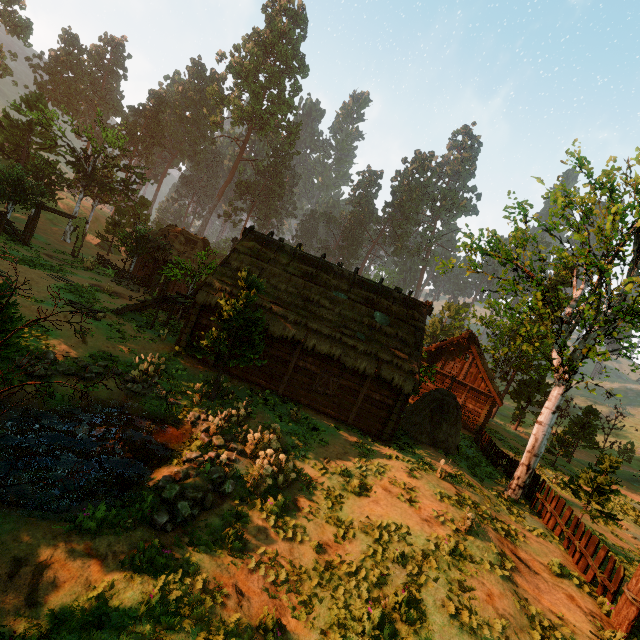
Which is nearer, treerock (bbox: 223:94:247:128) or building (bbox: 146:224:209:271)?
building (bbox: 146:224:209:271)

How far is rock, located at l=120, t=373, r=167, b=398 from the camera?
13.4m

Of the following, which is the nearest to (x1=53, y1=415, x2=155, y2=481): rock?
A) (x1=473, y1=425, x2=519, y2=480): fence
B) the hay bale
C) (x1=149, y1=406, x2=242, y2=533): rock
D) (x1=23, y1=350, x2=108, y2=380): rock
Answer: (x1=149, y1=406, x2=242, y2=533): rock

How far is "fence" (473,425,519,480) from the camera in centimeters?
1757cm

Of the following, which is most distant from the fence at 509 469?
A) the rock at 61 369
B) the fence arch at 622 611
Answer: the rock at 61 369

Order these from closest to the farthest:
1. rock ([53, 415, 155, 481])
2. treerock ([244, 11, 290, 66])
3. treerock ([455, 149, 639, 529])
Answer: rock ([53, 415, 155, 481]), treerock ([455, 149, 639, 529]), treerock ([244, 11, 290, 66])

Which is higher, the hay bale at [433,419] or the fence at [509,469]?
the hay bale at [433,419]

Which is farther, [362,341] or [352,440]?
[362,341]
